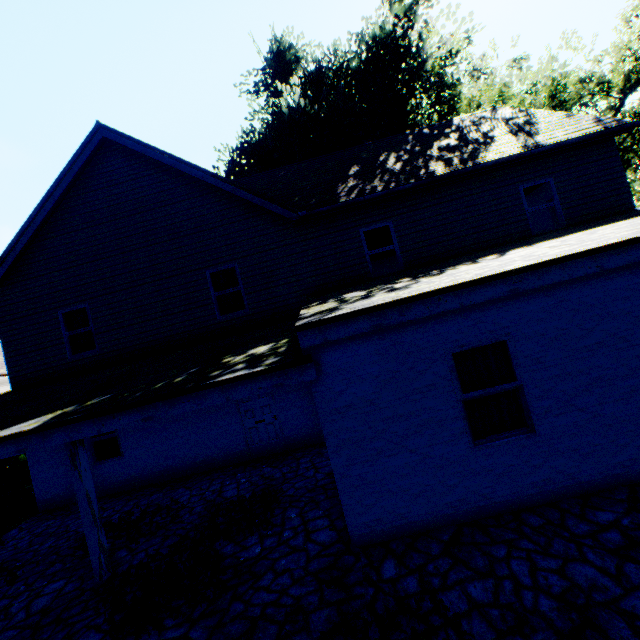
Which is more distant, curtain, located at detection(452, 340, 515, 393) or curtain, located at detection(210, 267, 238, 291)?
curtain, located at detection(210, 267, 238, 291)

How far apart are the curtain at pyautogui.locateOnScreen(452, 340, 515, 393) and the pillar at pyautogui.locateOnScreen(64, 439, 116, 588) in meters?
6.3 m

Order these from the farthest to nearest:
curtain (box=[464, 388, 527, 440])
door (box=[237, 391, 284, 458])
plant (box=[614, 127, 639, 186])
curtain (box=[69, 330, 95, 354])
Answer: plant (box=[614, 127, 639, 186]) < curtain (box=[69, 330, 95, 354]) < door (box=[237, 391, 284, 458]) < curtain (box=[464, 388, 527, 440])

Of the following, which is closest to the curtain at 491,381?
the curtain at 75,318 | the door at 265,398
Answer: the door at 265,398

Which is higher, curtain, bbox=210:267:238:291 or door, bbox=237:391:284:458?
curtain, bbox=210:267:238:291

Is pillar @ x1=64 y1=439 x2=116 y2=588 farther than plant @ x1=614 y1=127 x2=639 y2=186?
No

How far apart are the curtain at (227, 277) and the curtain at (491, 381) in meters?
6.8

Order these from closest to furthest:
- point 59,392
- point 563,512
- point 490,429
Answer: point 563,512 < point 490,429 < point 59,392
